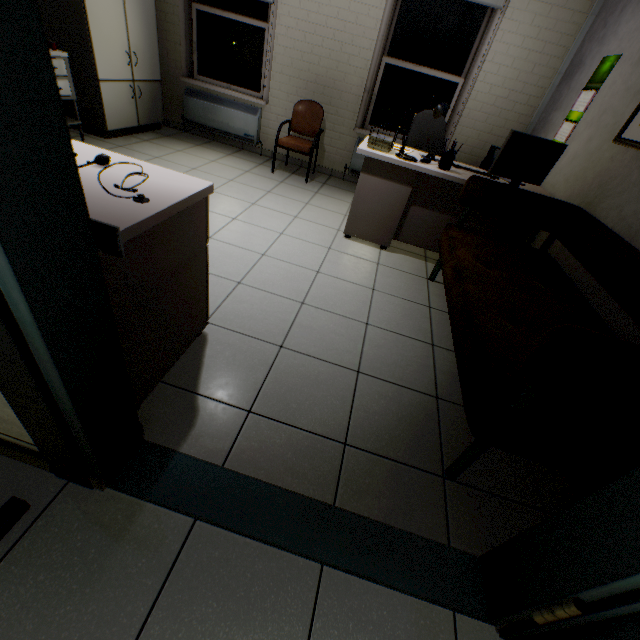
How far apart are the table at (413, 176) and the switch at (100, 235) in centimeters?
258cm

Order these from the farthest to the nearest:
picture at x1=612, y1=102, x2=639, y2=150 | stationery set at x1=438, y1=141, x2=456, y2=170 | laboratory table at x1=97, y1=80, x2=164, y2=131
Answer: laboratory table at x1=97, y1=80, x2=164, y2=131 < stationery set at x1=438, y1=141, x2=456, y2=170 < picture at x1=612, y1=102, x2=639, y2=150

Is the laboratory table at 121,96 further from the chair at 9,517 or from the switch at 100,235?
the switch at 100,235

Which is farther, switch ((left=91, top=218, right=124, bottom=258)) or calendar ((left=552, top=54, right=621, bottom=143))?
calendar ((left=552, top=54, right=621, bottom=143))

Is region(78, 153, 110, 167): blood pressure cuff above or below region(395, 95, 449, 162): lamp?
below

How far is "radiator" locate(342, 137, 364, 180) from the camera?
4.7 meters

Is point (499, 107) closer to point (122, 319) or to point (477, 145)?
point (477, 145)

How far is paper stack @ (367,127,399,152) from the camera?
2.87m
